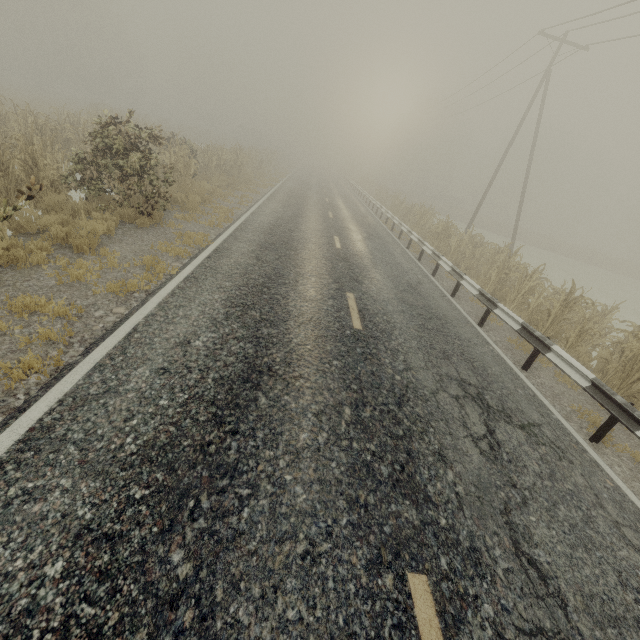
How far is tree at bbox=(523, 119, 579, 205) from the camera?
50.7 meters

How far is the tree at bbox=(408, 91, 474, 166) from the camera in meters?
55.3

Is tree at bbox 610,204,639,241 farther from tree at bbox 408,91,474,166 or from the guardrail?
the guardrail

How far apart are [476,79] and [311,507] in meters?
32.4 m

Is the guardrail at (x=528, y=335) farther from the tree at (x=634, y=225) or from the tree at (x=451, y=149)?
the tree at (x=634, y=225)

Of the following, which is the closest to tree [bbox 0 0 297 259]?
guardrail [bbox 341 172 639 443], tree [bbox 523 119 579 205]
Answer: guardrail [bbox 341 172 639 443]

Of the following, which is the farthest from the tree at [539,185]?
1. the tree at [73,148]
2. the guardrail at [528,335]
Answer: the guardrail at [528,335]
